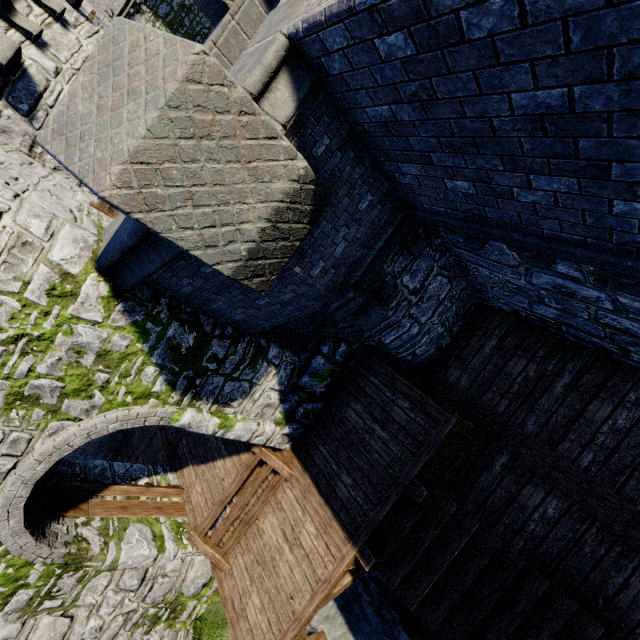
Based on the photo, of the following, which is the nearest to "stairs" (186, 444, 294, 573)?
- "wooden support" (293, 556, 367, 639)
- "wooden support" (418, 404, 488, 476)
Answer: "wooden support" (293, 556, 367, 639)

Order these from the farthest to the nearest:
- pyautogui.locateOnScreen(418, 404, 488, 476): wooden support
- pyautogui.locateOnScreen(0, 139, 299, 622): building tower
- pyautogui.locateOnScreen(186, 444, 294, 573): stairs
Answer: pyautogui.locateOnScreen(186, 444, 294, 573): stairs
pyautogui.locateOnScreen(418, 404, 488, 476): wooden support
pyautogui.locateOnScreen(0, 139, 299, 622): building tower

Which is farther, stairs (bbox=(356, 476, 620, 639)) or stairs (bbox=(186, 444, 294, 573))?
stairs (bbox=(186, 444, 294, 573))

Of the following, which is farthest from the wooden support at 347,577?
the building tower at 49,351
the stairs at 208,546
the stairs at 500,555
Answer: the building tower at 49,351

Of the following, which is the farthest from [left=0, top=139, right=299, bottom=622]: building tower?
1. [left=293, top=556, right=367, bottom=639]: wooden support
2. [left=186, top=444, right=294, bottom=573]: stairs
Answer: [left=293, top=556, right=367, bottom=639]: wooden support

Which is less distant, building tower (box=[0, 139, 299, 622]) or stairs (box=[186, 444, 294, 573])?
building tower (box=[0, 139, 299, 622])

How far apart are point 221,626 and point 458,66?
10.51m

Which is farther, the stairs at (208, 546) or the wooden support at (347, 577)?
the stairs at (208, 546)
